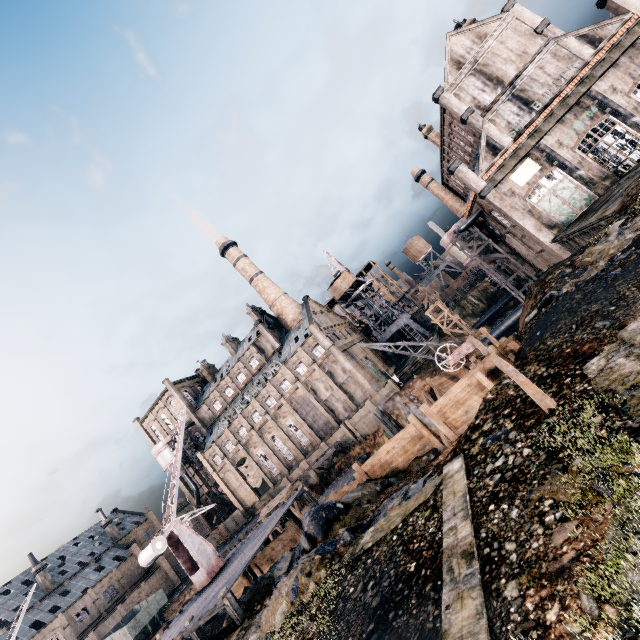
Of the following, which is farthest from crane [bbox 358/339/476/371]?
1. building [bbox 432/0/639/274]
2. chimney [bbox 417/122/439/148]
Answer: chimney [bbox 417/122/439/148]

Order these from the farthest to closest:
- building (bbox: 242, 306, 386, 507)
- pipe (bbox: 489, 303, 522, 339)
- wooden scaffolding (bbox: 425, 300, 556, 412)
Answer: building (bbox: 242, 306, 386, 507)
pipe (bbox: 489, 303, 522, 339)
wooden scaffolding (bbox: 425, 300, 556, 412)

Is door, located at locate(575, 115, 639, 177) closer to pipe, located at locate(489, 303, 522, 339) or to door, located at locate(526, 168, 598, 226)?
door, located at locate(526, 168, 598, 226)

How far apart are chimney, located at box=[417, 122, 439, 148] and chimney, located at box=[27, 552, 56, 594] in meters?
98.6 m

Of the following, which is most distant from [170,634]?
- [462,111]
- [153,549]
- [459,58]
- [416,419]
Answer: [459,58]

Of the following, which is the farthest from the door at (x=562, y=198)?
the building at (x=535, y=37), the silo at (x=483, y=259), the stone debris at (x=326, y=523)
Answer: the stone debris at (x=326, y=523)

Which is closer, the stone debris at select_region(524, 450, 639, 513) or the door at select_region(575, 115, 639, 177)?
the stone debris at select_region(524, 450, 639, 513)

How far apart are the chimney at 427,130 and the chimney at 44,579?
98.6m
